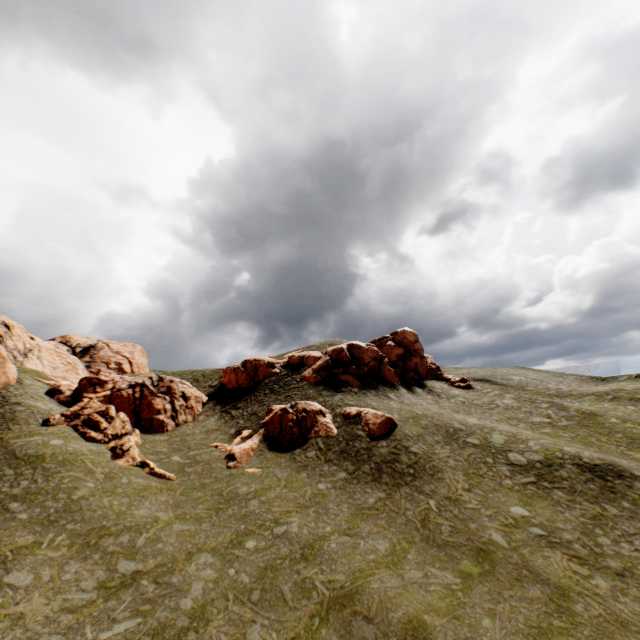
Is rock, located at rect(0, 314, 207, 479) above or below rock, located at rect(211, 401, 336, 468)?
above

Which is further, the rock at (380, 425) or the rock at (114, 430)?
the rock at (380, 425)

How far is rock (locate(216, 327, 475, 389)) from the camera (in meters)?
37.62

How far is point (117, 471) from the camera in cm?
2144

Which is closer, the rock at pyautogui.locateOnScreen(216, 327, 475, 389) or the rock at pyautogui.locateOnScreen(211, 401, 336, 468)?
the rock at pyautogui.locateOnScreen(211, 401, 336, 468)

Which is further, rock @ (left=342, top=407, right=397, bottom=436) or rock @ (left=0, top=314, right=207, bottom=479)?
rock @ (left=342, top=407, right=397, bottom=436)

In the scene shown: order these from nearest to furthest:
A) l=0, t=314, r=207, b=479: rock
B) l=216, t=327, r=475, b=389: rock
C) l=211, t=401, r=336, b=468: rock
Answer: l=0, t=314, r=207, b=479: rock
l=211, t=401, r=336, b=468: rock
l=216, t=327, r=475, b=389: rock
